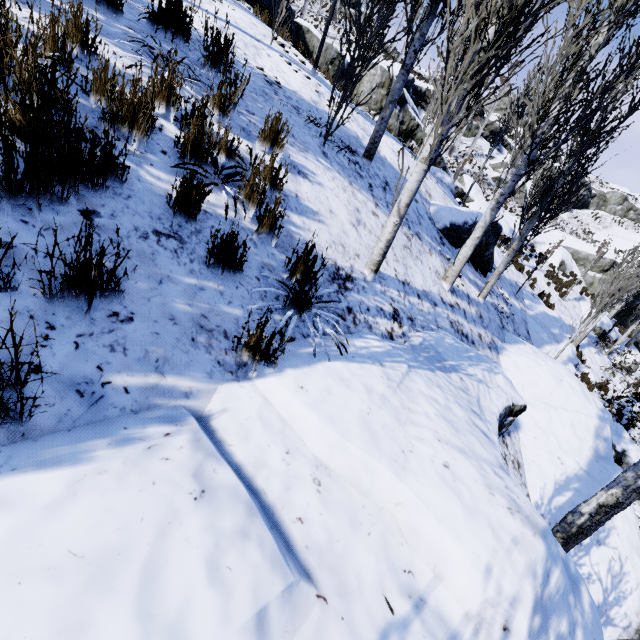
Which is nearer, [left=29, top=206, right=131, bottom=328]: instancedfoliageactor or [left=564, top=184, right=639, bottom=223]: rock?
[left=29, top=206, right=131, bottom=328]: instancedfoliageactor

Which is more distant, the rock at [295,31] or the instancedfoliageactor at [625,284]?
the rock at [295,31]

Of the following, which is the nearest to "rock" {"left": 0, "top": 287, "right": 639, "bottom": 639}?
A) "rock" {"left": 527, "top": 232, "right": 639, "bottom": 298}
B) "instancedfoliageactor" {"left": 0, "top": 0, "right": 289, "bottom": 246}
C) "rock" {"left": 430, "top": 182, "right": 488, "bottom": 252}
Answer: "instancedfoliageactor" {"left": 0, "top": 0, "right": 289, "bottom": 246}

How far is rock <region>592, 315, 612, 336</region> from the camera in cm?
1955

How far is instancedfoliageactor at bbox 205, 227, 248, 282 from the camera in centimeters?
235cm

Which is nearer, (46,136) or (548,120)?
(46,136)

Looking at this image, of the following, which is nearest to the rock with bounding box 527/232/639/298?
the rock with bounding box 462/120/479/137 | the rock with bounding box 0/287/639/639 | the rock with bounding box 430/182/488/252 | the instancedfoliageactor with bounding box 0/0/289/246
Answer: the instancedfoliageactor with bounding box 0/0/289/246
